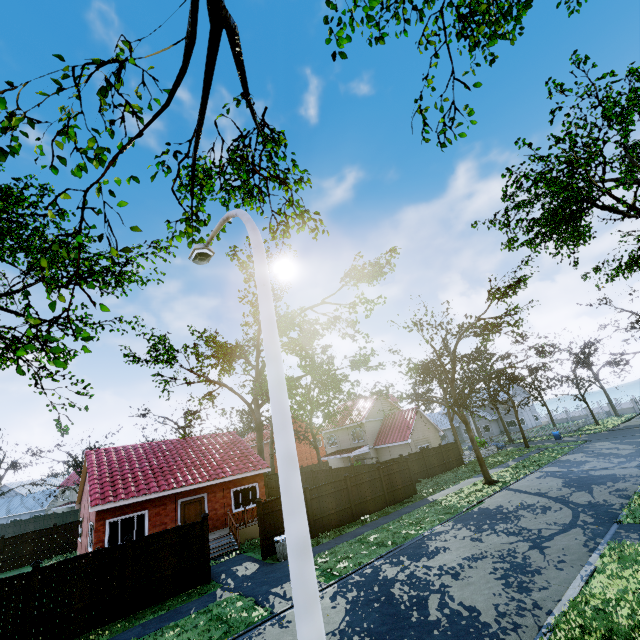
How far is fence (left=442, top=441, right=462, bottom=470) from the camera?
31.28m

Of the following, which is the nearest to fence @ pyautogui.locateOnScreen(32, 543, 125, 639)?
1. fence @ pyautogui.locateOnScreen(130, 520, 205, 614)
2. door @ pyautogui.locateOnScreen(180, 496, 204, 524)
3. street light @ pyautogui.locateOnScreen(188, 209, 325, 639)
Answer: fence @ pyautogui.locateOnScreen(130, 520, 205, 614)

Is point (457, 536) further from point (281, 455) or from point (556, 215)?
point (556, 215)

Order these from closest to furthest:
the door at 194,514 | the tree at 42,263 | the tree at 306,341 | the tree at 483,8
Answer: the tree at 42,263
the tree at 483,8
the door at 194,514
the tree at 306,341

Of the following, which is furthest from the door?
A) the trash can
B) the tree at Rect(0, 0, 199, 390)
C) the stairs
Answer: the tree at Rect(0, 0, 199, 390)

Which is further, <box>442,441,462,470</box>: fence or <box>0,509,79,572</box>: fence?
A: <box>442,441,462,470</box>: fence

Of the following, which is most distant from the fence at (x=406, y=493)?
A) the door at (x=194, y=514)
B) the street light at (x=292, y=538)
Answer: the door at (x=194, y=514)

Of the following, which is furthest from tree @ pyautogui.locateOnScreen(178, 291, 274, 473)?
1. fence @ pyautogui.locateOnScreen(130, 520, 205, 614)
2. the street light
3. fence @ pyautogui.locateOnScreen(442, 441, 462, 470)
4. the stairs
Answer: fence @ pyautogui.locateOnScreen(130, 520, 205, 614)
